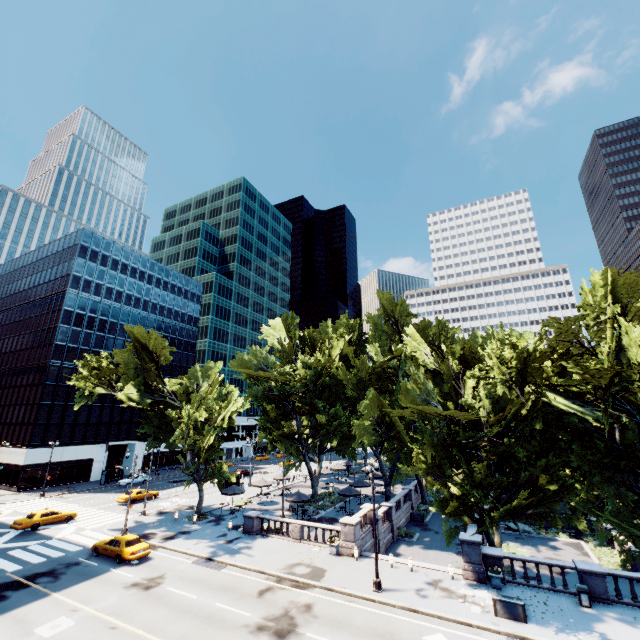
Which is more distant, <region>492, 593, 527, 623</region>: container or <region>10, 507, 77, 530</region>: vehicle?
<region>10, 507, 77, 530</region>: vehicle

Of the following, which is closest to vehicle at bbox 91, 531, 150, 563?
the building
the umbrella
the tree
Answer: the tree

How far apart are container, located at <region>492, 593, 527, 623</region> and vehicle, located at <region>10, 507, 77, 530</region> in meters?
40.0 m

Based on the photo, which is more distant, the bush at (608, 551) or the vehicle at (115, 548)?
the bush at (608, 551)

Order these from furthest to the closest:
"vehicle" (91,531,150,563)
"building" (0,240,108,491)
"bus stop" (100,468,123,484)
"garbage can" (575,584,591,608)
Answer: "bus stop" (100,468,123,484) < "building" (0,240,108,491) < "vehicle" (91,531,150,563) < "garbage can" (575,584,591,608)

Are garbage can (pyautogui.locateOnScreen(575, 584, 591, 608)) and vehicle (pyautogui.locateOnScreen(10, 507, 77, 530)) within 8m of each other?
no

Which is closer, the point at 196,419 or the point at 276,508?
the point at 196,419

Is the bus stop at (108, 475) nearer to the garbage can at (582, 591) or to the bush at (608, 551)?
the garbage can at (582, 591)
